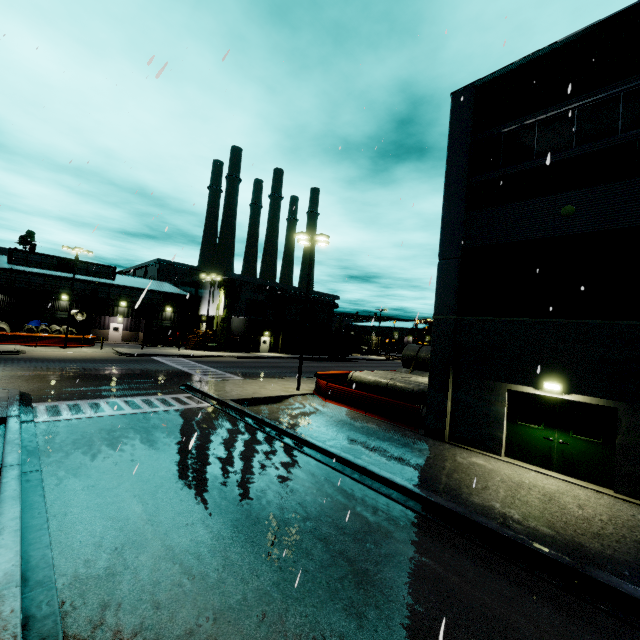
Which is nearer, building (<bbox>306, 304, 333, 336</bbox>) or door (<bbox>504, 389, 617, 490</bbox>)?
door (<bbox>504, 389, 617, 490</bbox>)

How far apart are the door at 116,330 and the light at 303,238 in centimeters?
3519cm

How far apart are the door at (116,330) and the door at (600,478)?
47.4 meters

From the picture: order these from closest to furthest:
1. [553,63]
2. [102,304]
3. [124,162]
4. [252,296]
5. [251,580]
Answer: [251,580]
[124,162]
[553,63]
[102,304]
[252,296]

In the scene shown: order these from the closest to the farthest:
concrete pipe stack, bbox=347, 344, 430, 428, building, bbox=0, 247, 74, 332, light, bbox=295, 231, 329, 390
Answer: concrete pipe stack, bbox=347, 344, 430, 428, light, bbox=295, 231, 329, 390, building, bbox=0, 247, 74, 332

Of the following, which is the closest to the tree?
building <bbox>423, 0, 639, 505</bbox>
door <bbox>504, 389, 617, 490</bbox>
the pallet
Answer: building <bbox>423, 0, 639, 505</bbox>

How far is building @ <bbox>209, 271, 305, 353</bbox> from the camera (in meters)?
44.94
